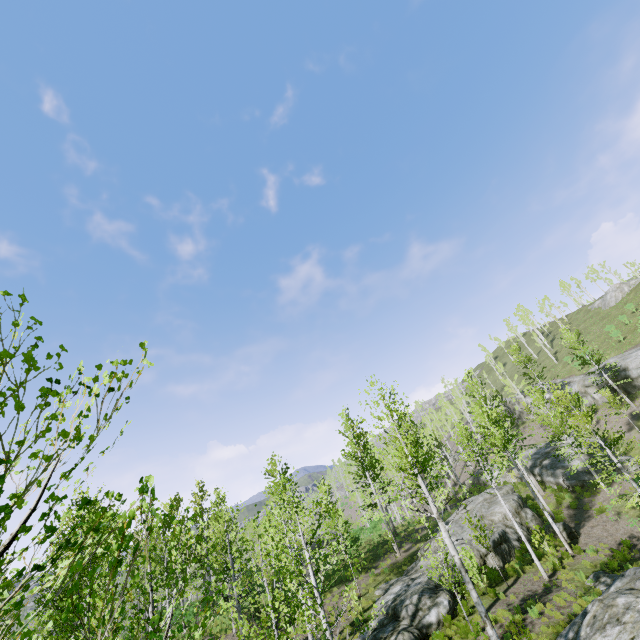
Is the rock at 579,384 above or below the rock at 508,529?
above

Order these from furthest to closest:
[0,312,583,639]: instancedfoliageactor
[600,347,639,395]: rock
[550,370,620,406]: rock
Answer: [550,370,620,406]: rock
[600,347,639,395]: rock
[0,312,583,639]: instancedfoliageactor

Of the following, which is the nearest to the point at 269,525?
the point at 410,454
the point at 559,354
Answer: the point at 410,454

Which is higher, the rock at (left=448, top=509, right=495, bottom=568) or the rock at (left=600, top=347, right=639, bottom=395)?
the rock at (left=600, top=347, right=639, bottom=395)

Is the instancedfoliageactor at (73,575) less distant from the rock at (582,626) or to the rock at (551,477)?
the rock at (551,477)

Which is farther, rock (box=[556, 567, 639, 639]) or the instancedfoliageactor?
rock (box=[556, 567, 639, 639])

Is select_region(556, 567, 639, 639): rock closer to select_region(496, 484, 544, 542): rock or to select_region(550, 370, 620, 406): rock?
select_region(496, 484, 544, 542): rock

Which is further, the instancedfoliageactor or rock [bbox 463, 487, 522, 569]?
rock [bbox 463, 487, 522, 569]
